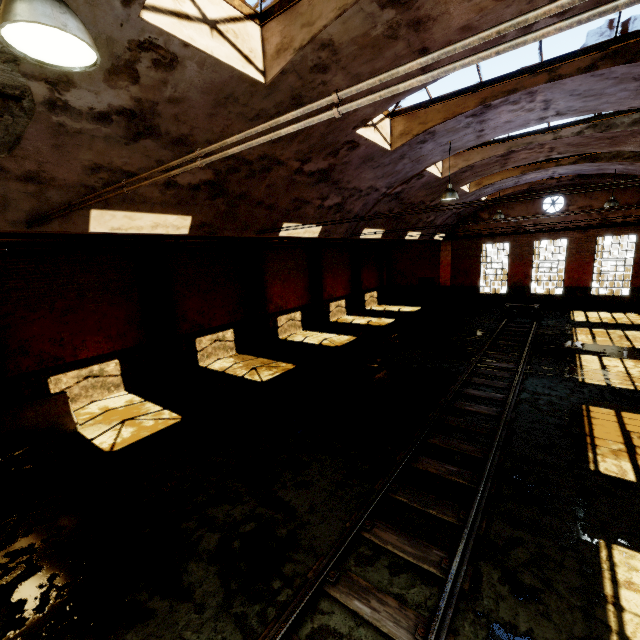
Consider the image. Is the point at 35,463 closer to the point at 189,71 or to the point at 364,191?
the point at 189,71

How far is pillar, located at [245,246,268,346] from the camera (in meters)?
15.52

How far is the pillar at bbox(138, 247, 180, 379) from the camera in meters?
11.6 m

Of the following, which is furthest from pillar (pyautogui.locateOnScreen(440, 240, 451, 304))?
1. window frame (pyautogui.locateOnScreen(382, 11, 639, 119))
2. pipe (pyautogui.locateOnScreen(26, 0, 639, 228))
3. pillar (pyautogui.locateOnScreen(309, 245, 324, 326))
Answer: pipe (pyautogui.locateOnScreen(26, 0, 639, 228))

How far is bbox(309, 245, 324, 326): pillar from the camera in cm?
1942

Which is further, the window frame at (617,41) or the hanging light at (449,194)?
the hanging light at (449,194)

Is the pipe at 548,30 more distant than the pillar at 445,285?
No

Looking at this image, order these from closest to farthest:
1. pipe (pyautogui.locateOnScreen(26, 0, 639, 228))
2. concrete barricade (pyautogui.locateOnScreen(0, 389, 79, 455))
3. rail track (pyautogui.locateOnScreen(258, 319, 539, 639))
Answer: pipe (pyautogui.locateOnScreen(26, 0, 639, 228))
rail track (pyautogui.locateOnScreen(258, 319, 539, 639))
concrete barricade (pyautogui.locateOnScreen(0, 389, 79, 455))
